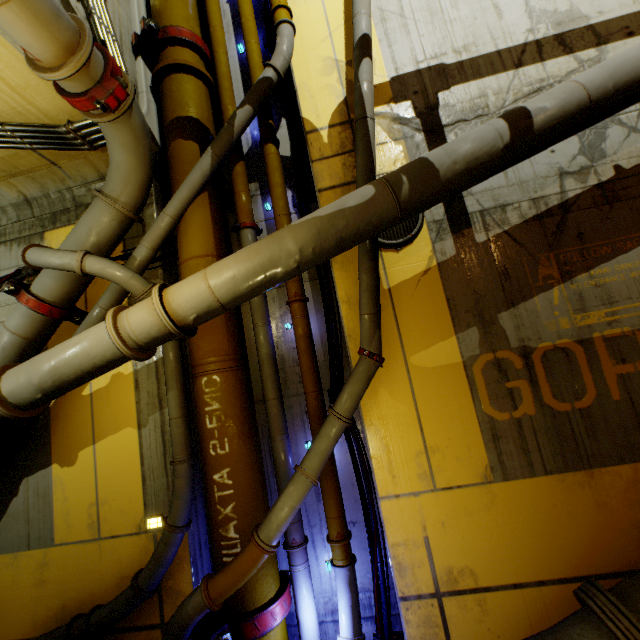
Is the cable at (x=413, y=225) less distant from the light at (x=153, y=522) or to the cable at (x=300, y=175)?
the cable at (x=300, y=175)

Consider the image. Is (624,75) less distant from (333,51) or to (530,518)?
(333,51)

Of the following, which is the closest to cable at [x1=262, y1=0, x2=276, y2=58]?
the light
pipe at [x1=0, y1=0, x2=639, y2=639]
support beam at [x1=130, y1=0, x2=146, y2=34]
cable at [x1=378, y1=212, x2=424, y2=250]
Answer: pipe at [x1=0, y1=0, x2=639, y2=639]

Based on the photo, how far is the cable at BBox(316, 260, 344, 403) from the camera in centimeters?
441cm

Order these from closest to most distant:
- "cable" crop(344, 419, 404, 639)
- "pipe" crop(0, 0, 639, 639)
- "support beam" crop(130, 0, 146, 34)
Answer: "pipe" crop(0, 0, 639, 639), "cable" crop(344, 419, 404, 639), "support beam" crop(130, 0, 146, 34)

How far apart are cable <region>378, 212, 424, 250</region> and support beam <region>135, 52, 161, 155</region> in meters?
3.2

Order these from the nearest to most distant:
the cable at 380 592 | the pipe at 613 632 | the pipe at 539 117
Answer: the pipe at 613 632, the pipe at 539 117, the cable at 380 592
